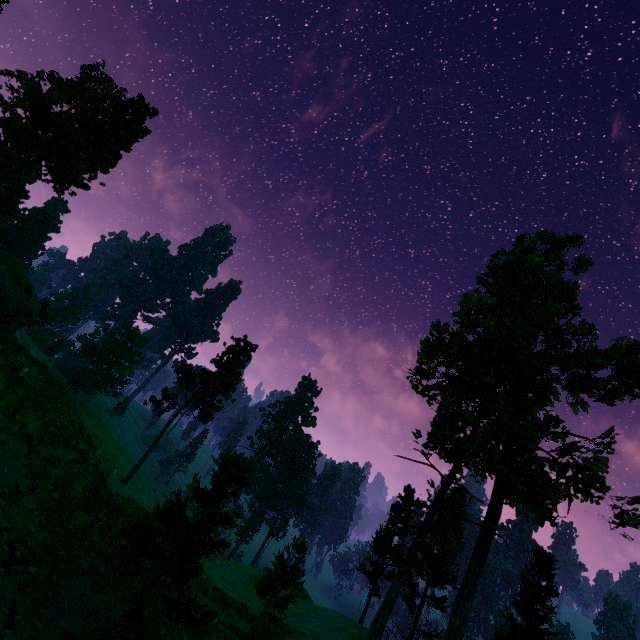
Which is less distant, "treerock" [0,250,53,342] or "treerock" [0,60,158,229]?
"treerock" [0,250,53,342]

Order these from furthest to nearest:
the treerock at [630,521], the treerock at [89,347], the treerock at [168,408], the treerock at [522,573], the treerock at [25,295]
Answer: the treerock at [89,347] → the treerock at [168,408] → the treerock at [522,573] → the treerock at [630,521] → the treerock at [25,295]

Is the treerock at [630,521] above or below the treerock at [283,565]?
above

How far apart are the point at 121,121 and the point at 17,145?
35.37m

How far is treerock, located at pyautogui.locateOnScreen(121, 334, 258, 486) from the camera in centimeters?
4246cm

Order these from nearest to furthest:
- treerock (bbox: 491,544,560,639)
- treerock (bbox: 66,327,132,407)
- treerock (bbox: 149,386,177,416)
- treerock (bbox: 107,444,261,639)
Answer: treerock (bbox: 107,444,261,639), treerock (bbox: 491,544,560,639), treerock (bbox: 149,386,177,416), treerock (bbox: 66,327,132,407)
